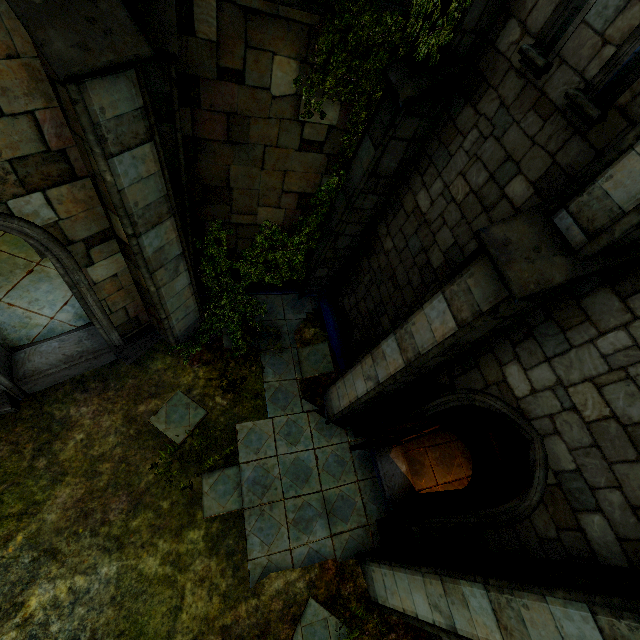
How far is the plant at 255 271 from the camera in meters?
7.0 m

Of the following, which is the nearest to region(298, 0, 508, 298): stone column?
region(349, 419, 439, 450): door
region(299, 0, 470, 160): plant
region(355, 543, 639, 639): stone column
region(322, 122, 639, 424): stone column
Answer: region(299, 0, 470, 160): plant

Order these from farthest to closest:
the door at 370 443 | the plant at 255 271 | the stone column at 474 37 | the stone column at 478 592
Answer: the plant at 255 271 < the door at 370 443 < the stone column at 474 37 < the stone column at 478 592

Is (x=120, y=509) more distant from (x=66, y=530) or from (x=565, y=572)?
(x=565, y=572)

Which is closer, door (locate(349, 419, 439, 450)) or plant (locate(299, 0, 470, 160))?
plant (locate(299, 0, 470, 160))

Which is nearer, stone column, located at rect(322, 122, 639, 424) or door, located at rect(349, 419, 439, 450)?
stone column, located at rect(322, 122, 639, 424)

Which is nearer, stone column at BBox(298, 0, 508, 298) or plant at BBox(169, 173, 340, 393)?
stone column at BBox(298, 0, 508, 298)

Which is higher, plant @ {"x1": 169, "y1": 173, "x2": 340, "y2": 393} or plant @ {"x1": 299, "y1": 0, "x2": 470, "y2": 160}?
plant @ {"x1": 299, "y1": 0, "x2": 470, "y2": 160}
